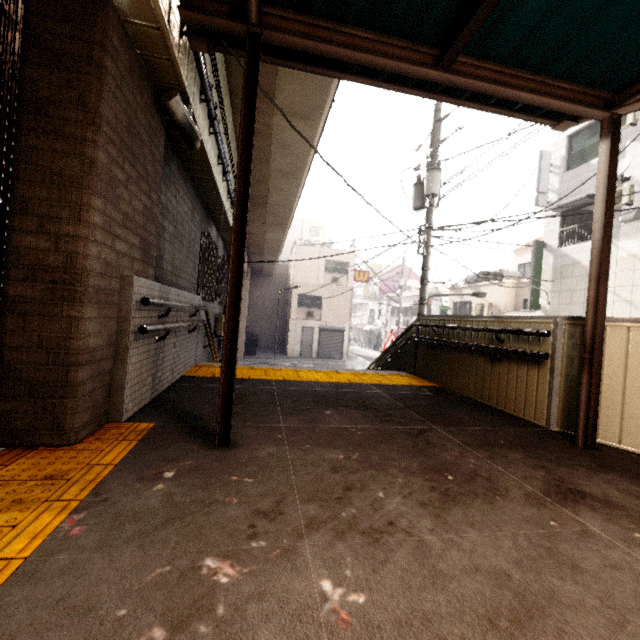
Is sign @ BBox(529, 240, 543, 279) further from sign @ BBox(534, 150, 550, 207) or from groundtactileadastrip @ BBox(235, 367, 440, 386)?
groundtactileadastrip @ BBox(235, 367, 440, 386)

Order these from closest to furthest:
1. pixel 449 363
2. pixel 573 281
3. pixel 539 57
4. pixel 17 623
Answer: pixel 17 623 → pixel 539 57 → pixel 449 363 → pixel 573 281

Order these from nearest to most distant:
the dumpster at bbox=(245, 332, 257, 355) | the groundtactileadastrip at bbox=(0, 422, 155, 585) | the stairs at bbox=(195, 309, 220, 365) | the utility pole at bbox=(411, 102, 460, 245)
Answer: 1. the groundtactileadastrip at bbox=(0, 422, 155, 585)
2. the stairs at bbox=(195, 309, 220, 365)
3. the utility pole at bbox=(411, 102, 460, 245)
4. the dumpster at bbox=(245, 332, 257, 355)

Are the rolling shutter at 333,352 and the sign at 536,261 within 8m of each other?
no

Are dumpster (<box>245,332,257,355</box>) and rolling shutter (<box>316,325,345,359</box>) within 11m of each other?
yes

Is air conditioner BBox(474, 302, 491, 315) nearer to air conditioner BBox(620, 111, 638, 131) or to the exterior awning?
air conditioner BBox(620, 111, 638, 131)

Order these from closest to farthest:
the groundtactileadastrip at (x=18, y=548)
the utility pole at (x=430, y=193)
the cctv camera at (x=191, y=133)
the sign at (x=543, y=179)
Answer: the groundtactileadastrip at (x=18, y=548), the cctv camera at (x=191, y=133), the utility pole at (x=430, y=193), the sign at (x=543, y=179)

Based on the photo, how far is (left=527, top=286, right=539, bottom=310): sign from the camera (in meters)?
13.23
